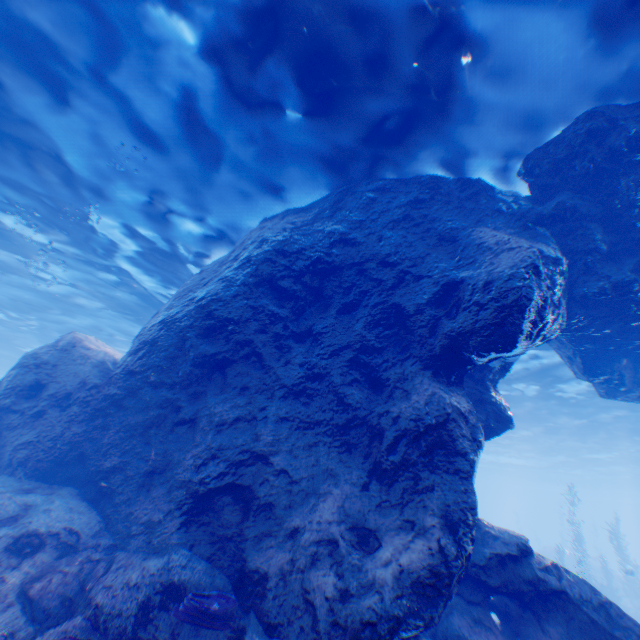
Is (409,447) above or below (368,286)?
Result: below

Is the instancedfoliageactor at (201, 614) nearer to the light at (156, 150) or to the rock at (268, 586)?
the rock at (268, 586)

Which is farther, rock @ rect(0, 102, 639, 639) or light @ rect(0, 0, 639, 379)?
light @ rect(0, 0, 639, 379)

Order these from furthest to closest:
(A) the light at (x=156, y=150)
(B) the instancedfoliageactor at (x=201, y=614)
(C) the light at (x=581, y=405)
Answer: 1. (C) the light at (x=581, y=405)
2. (A) the light at (x=156, y=150)
3. (B) the instancedfoliageactor at (x=201, y=614)

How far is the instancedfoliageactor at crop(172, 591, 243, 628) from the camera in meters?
4.4 m

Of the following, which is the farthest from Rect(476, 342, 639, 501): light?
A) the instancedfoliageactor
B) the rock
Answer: the instancedfoliageactor

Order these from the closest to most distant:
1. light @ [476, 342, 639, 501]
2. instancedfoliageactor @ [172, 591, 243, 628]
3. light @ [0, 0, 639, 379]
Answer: instancedfoliageactor @ [172, 591, 243, 628] < light @ [0, 0, 639, 379] < light @ [476, 342, 639, 501]
